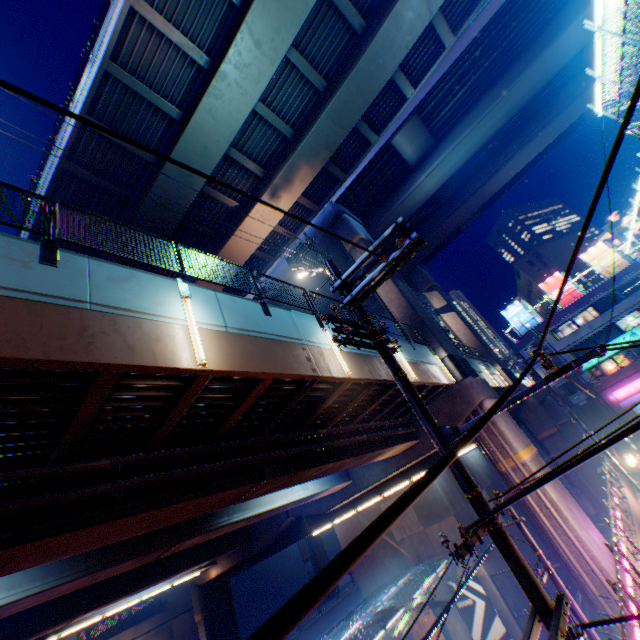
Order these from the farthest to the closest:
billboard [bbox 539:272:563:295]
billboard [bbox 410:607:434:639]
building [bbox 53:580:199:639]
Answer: billboard [bbox 539:272:563:295]
building [bbox 53:580:199:639]
billboard [bbox 410:607:434:639]

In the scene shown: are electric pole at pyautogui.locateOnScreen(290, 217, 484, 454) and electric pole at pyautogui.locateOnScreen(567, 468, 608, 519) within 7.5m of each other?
no

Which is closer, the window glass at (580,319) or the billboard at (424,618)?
the billboard at (424,618)

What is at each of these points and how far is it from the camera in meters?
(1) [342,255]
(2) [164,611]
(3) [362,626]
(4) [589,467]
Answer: (1) overpass support, 27.2 m
(2) building, 35.3 m
(3) canopy, 19.9 m
(4) overpass support, 25.3 m

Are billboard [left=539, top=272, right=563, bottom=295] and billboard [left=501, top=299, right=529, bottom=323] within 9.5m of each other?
yes

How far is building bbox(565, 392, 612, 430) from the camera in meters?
37.6

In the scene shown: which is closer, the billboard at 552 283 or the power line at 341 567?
the power line at 341 567

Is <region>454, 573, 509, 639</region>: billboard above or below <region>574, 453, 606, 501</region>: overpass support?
below
